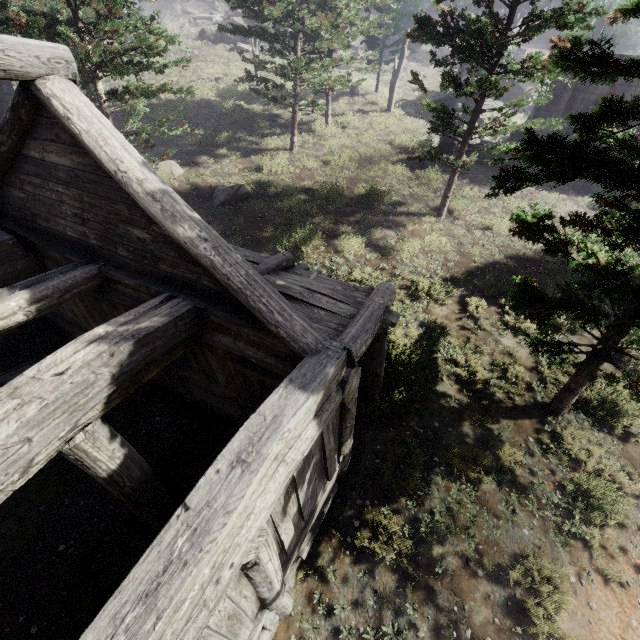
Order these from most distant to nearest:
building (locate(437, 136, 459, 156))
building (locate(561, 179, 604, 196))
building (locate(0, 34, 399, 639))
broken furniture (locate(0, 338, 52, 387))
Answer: building (locate(437, 136, 459, 156)), building (locate(561, 179, 604, 196)), broken furniture (locate(0, 338, 52, 387)), building (locate(0, 34, 399, 639))

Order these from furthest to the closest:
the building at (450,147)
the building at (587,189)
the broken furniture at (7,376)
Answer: the building at (450,147)
the building at (587,189)
the broken furniture at (7,376)

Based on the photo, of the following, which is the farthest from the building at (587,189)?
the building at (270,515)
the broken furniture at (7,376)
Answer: the broken furniture at (7,376)

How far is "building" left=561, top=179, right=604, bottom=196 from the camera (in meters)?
19.33

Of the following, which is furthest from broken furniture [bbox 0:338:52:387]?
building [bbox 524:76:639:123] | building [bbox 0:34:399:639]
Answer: building [bbox 524:76:639:123]

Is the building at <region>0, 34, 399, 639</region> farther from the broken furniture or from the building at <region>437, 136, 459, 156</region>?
the building at <region>437, 136, 459, 156</region>

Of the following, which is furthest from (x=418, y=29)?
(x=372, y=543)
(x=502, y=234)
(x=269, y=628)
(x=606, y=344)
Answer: (x=269, y=628)
